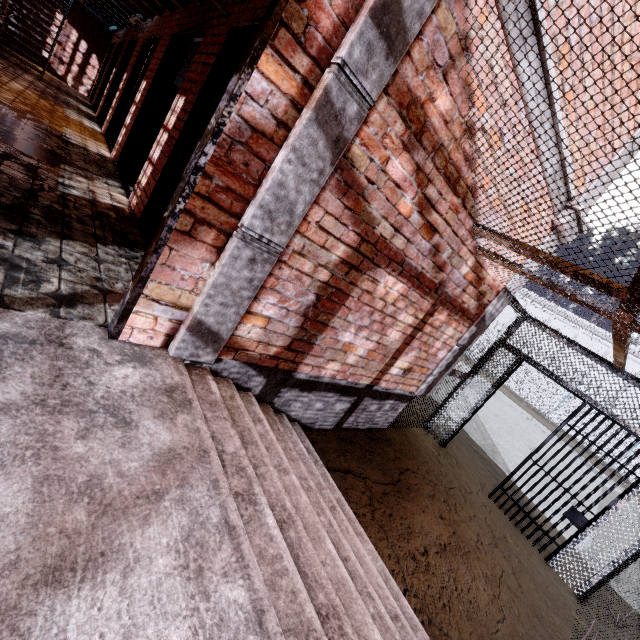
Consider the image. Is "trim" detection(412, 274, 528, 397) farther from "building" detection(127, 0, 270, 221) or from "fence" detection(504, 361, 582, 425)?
"fence" detection(504, 361, 582, 425)

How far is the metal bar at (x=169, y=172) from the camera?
3.2 meters

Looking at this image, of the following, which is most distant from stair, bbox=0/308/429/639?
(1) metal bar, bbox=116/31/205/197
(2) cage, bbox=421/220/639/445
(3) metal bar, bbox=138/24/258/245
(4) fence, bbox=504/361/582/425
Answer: (4) fence, bbox=504/361/582/425

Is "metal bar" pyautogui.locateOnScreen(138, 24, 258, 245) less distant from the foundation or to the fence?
the foundation

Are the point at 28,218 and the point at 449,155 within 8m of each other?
yes

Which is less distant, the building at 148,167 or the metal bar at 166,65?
the building at 148,167

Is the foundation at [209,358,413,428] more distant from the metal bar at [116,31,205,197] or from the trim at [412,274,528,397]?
the metal bar at [116,31,205,197]

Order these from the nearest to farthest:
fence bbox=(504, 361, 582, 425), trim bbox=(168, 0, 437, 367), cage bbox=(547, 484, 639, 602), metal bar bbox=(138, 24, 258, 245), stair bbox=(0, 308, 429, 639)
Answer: stair bbox=(0, 308, 429, 639)
trim bbox=(168, 0, 437, 367)
metal bar bbox=(138, 24, 258, 245)
cage bbox=(547, 484, 639, 602)
fence bbox=(504, 361, 582, 425)
